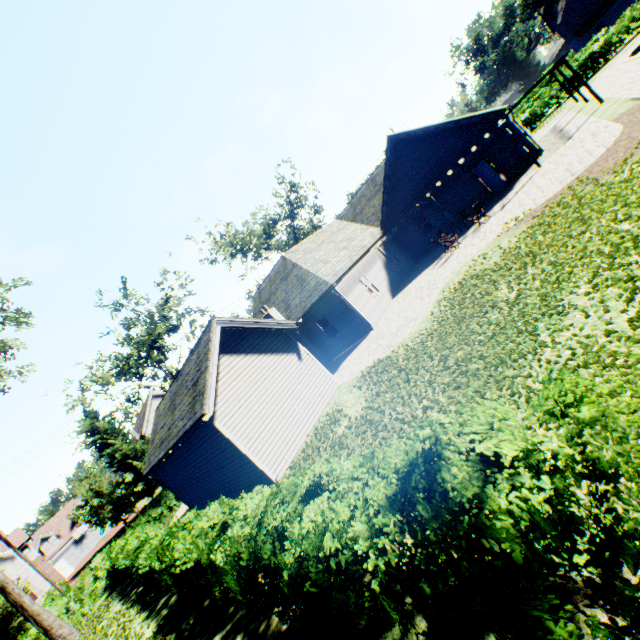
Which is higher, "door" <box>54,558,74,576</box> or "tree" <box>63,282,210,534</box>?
"tree" <box>63,282,210,534</box>

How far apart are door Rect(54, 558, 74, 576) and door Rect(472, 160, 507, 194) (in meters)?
62.38

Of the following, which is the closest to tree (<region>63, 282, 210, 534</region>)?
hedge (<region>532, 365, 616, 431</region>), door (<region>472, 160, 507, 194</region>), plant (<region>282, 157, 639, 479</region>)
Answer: plant (<region>282, 157, 639, 479</region>)

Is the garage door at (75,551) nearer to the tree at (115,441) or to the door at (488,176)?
the tree at (115,441)

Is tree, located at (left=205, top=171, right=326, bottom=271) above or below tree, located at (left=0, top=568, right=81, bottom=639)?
above

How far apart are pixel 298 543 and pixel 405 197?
23.8m

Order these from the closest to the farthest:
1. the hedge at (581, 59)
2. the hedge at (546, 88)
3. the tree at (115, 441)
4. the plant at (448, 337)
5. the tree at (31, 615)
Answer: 1. the plant at (448, 337)
2. the tree at (31, 615)
3. the tree at (115, 441)
4. the hedge at (581, 59)
5. the hedge at (546, 88)

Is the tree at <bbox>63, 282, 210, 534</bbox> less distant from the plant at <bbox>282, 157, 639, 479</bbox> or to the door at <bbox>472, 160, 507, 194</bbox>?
the plant at <bbox>282, 157, 639, 479</bbox>
